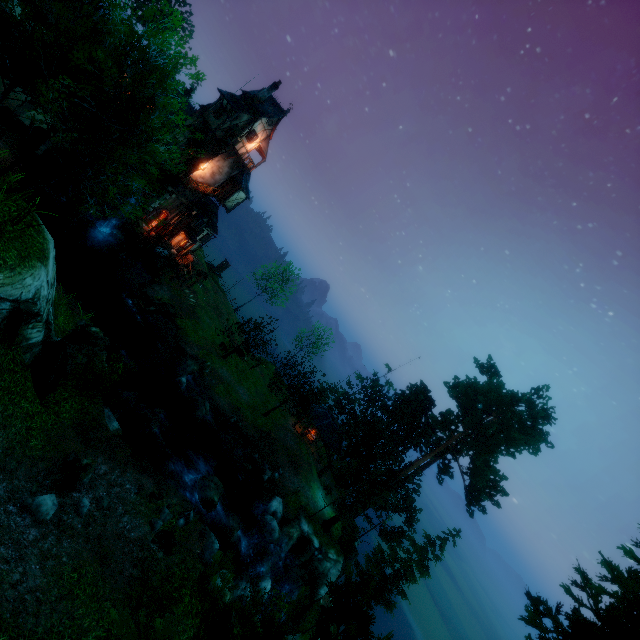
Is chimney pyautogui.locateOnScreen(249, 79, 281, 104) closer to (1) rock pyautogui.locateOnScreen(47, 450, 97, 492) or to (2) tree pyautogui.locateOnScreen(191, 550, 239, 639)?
(2) tree pyautogui.locateOnScreen(191, 550, 239, 639)

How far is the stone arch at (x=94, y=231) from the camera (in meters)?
31.89

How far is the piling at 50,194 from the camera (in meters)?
28.47

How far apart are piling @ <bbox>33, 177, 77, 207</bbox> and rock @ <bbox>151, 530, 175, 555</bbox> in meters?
29.0 m

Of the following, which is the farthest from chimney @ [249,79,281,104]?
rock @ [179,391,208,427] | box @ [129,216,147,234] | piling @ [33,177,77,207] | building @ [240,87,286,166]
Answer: rock @ [179,391,208,427]

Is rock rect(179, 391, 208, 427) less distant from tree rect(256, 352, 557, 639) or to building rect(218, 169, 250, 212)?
tree rect(256, 352, 557, 639)

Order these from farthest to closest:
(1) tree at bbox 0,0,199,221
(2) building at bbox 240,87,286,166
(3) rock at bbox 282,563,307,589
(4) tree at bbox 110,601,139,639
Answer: (2) building at bbox 240,87,286,166 → (3) rock at bbox 282,563,307,589 → (1) tree at bbox 0,0,199,221 → (4) tree at bbox 110,601,139,639

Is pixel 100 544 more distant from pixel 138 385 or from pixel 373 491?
pixel 373 491
